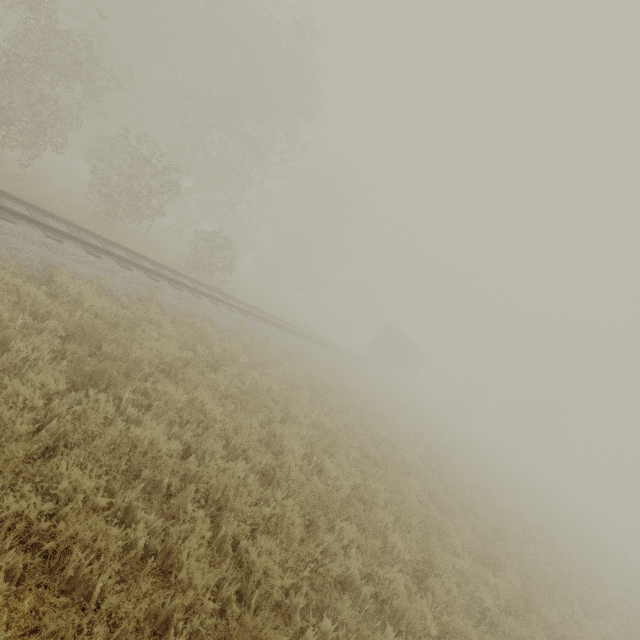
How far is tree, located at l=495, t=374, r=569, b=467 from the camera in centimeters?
5359cm

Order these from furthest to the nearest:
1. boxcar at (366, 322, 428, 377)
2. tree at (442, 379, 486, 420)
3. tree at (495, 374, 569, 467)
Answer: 1. tree at (495, 374, 569, 467)
2. tree at (442, 379, 486, 420)
3. boxcar at (366, 322, 428, 377)

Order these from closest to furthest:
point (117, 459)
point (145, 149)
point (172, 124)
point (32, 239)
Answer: point (117, 459), point (32, 239), point (172, 124), point (145, 149)

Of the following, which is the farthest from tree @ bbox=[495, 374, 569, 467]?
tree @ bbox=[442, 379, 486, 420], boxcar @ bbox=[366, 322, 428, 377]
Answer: boxcar @ bbox=[366, 322, 428, 377]

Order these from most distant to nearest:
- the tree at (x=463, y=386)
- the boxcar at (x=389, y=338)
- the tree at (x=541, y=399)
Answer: the tree at (x=541, y=399)
the tree at (x=463, y=386)
the boxcar at (x=389, y=338)

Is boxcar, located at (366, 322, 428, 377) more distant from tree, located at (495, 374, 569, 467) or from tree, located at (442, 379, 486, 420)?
tree, located at (495, 374, 569, 467)

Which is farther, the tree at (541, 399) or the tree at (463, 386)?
the tree at (541, 399)
